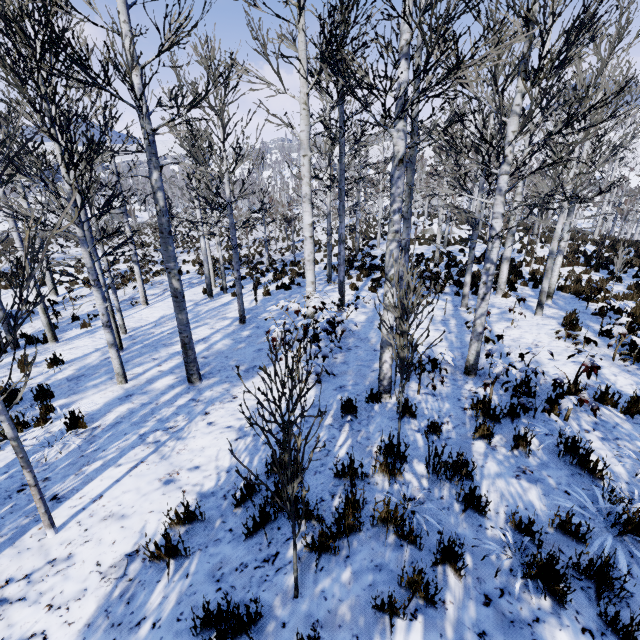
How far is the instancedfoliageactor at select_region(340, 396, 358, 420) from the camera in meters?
4.9

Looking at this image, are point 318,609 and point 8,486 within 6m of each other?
yes

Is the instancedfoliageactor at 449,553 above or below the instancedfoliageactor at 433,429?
above

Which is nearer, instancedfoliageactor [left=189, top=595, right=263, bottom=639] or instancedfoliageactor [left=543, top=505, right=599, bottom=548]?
instancedfoliageactor [left=189, top=595, right=263, bottom=639]

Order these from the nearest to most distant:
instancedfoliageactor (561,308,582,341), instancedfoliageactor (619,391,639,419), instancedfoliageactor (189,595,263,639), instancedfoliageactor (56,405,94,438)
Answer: instancedfoliageactor (189,595,263,639) → instancedfoliageactor (619,391,639,419) → instancedfoliageactor (56,405,94,438) → instancedfoliageactor (561,308,582,341)

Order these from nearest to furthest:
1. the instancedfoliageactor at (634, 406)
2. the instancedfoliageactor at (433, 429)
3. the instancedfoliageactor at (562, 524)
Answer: the instancedfoliageactor at (562, 524), the instancedfoliageactor at (433, 429), the instancedfoliageactor at (634, 406)
